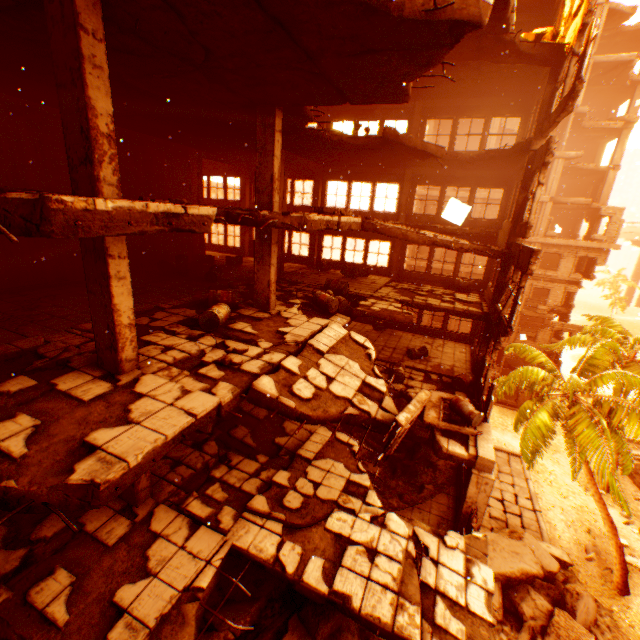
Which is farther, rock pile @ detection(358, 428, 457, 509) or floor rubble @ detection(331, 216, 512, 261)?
rock pile @ detection(358, 428, 457, 509)

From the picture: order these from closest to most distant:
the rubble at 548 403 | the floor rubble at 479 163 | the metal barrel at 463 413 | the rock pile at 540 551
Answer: the metal barrel at 463 413, the floor rubble at 479 163, the rock pile at 540 551, the rubble at 548 403

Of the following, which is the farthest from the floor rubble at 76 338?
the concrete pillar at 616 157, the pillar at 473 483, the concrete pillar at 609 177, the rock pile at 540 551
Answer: the concrete pillar at 616 157

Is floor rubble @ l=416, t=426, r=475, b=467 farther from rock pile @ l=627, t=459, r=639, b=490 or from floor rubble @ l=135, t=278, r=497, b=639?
rock pile @ l=627, t=459, r=639, b=490

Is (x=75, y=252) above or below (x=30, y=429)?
above

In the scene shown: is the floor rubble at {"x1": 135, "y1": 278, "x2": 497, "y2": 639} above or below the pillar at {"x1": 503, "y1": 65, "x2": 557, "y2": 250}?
below

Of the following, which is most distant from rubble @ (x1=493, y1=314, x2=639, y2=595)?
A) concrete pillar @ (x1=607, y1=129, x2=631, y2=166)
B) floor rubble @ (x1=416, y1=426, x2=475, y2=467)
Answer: concrete pillar @ (x1=607, y1=129, x2=631, y2=166)

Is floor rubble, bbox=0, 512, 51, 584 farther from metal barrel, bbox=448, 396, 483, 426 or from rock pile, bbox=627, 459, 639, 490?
rock pile, bbox=627, 459, 639, 490
